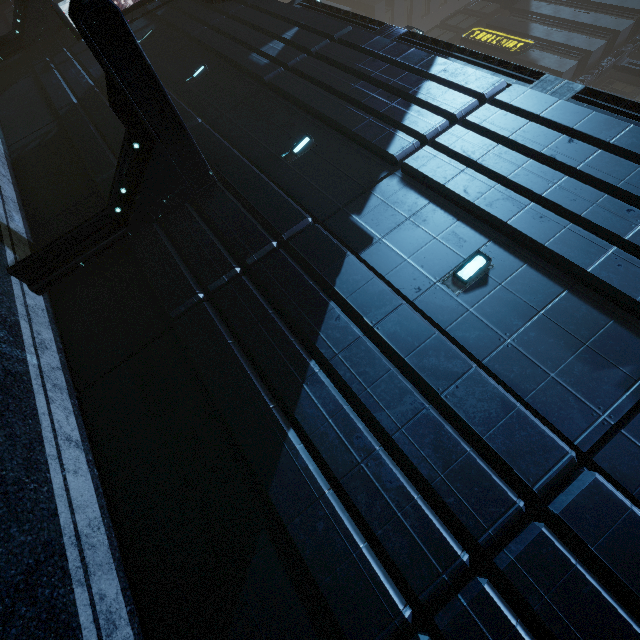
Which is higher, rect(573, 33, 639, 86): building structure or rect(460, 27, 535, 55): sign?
rect(573, 33, 639, 86): building structure

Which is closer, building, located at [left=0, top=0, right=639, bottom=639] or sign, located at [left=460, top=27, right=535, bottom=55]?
building, located at [left=0, top=0, right=639, bottom=639]

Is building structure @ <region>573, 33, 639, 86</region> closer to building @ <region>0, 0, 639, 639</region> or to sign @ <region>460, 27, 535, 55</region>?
building @ <region>0, 0, 639, 639</region>

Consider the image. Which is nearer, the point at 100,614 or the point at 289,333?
the point at 100,614

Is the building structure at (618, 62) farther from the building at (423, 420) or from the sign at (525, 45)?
the sign at (525, 45)

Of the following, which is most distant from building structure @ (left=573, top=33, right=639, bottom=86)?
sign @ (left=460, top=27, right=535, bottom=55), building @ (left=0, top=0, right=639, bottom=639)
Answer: sign @ (left=460, top=27, right=535, bottom=55)
